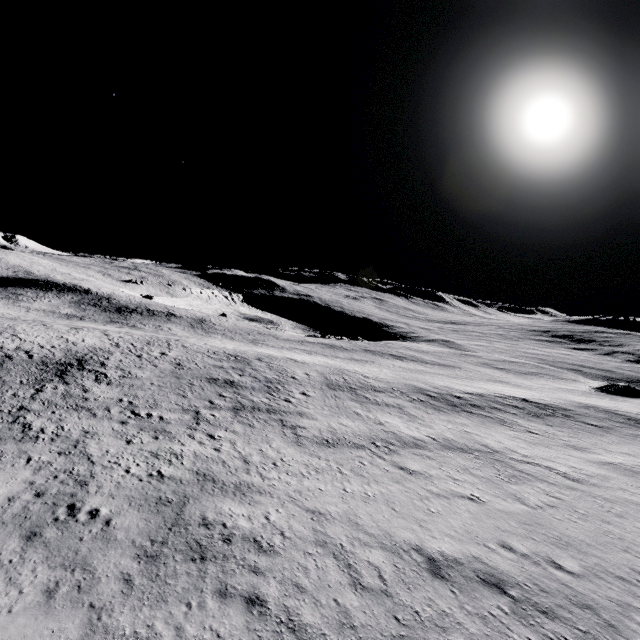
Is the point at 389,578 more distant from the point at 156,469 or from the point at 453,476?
the point at 156,469
